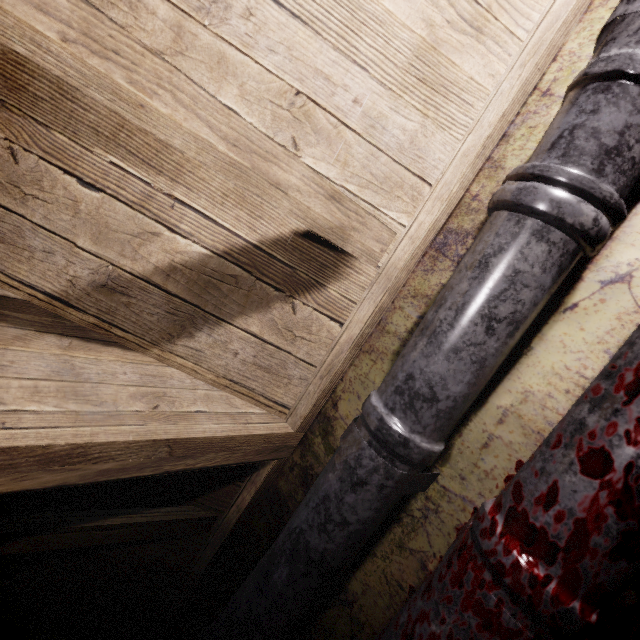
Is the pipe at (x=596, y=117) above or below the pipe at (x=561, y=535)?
above

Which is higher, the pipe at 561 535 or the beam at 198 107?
the beam at 198 107

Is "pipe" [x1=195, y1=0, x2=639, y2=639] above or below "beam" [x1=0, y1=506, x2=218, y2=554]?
below

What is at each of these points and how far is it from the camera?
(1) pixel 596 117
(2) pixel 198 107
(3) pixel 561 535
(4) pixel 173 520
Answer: (1) pipe, 0.6m
(2) beam, 0.6m
(3) pipe, 0.5m
(4) beam, 1.1m

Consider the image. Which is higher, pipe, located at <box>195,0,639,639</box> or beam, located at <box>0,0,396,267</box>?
beam, located at <box>0,0,396,267</box>

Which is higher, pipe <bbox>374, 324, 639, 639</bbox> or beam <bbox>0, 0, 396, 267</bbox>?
beam <bbox>0, 0, 396, 267</bbox>

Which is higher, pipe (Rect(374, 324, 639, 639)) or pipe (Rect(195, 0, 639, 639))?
pipe (Rect(195, 0, 639, 639))

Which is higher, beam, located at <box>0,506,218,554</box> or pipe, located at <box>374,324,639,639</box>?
beam, located at <box>0,506,218,554</box>
